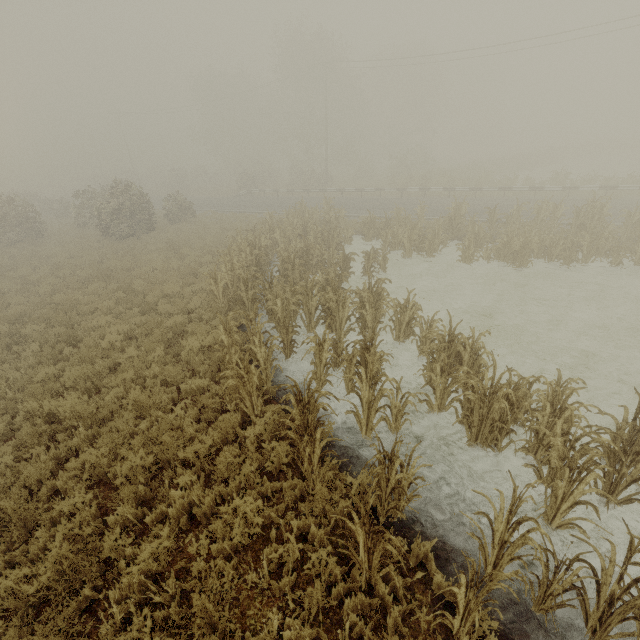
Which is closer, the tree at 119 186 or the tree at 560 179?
the tree at 119 186

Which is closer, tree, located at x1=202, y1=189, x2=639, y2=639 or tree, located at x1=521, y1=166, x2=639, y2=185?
tree, located at x1=202, y1=189, x2=639, y2=639

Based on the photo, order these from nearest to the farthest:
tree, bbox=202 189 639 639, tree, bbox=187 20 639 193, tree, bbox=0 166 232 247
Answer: tree, bbox=202 189 639 639 < tree, bbox=0 166 232 247 < tree, bbox=187 20 639 193

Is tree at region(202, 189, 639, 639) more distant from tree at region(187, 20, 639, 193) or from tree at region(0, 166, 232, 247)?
tree at region(187, 20, 639, 193)

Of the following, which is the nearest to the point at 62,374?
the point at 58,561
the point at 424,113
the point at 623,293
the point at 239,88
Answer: the point at 58,561

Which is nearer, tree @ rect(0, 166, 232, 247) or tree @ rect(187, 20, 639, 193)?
tree @ rect(0, 166, 232, 247)

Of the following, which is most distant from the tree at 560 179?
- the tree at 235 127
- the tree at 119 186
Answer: the tree at 119 186
